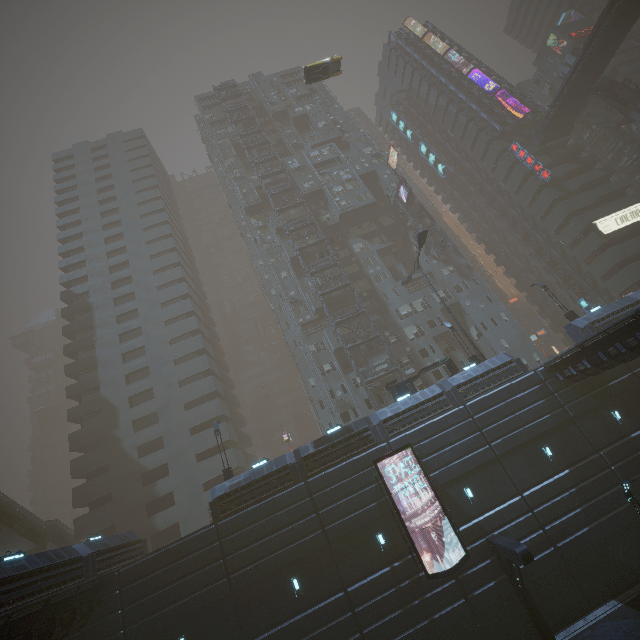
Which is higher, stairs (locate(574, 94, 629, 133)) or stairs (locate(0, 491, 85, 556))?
stairs (locate(574, 94, 629, 133))

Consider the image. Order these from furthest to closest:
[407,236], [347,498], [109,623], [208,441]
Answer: [407,236] → [208,441] → [347,498] → [109,623]

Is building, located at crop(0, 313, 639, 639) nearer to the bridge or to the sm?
the sm

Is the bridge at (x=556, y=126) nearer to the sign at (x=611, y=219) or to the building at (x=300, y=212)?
the building at (x=300, y=212)

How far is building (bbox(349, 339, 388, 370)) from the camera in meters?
37.4 m

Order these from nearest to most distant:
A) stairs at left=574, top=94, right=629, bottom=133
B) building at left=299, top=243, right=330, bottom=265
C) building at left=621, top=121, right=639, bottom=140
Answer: building at left=299, top=243, right=330, bottom=265, stairs at left=574, top=94, right=629, bottom=133, building at left=621, top=121, right=639, bottom=140

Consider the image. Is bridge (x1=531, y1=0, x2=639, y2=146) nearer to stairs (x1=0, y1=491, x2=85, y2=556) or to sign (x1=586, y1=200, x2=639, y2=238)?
sign (x1=586, y1=200, x2=639, y2=238)

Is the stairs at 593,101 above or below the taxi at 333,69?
below
